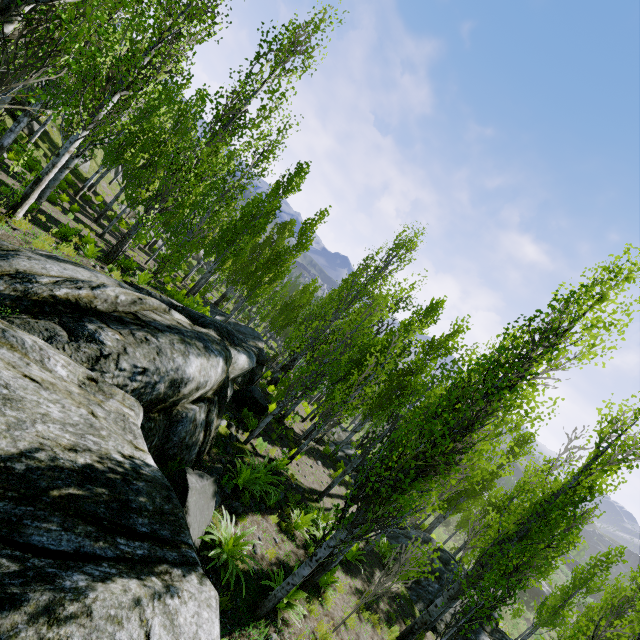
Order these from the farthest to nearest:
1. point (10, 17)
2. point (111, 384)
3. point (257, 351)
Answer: point (257, 351) < point (111, 384) < point (10, 17)

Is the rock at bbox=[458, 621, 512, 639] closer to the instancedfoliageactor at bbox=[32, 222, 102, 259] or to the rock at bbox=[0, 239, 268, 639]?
the instancedfoliageactor at bbox=[32, 222, 102, 259]

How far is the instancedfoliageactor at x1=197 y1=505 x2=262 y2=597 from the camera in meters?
5.8 m

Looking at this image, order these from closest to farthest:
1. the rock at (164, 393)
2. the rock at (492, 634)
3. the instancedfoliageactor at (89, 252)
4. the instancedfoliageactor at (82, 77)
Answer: the rock at (164, 393), the instancedfoliageactor at (82, 77), the instancedfoliageactor at (89, 252), the rock at (492, 634)

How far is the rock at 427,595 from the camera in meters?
12.8 m

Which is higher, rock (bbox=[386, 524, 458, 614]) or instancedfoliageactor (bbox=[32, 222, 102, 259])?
instancedfoliageactor (bbox=[32, 222, 102, 259])

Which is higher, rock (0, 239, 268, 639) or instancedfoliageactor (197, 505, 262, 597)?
rock (0, 239, 268, 639)

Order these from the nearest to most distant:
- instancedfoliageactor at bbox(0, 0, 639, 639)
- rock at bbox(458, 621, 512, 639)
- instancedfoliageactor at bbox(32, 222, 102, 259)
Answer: instancedfoliageactor at bbox(0, 0, 639, 639)
instancedfoliageactor at bbox(32, 222, 102, 259)
rock at bbox(458, 621, 512, 639)
